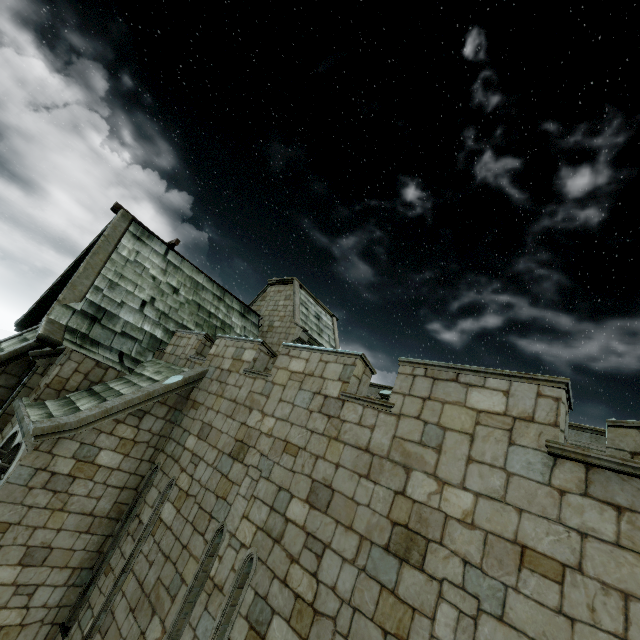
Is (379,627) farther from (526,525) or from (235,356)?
(235,356)
